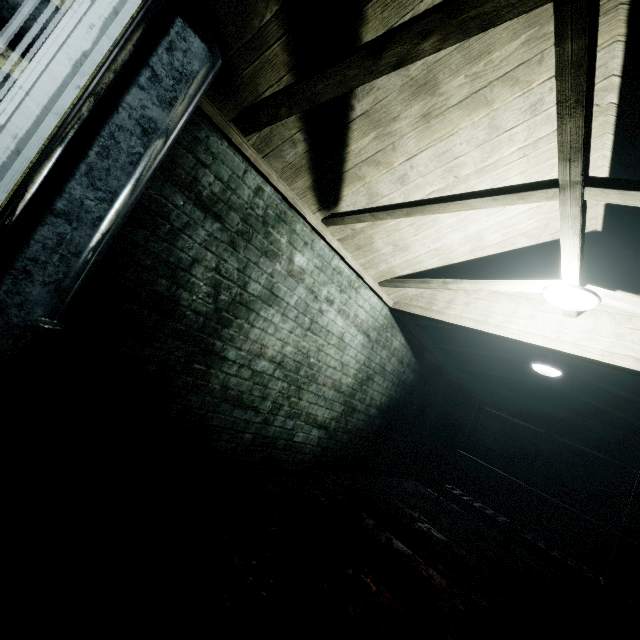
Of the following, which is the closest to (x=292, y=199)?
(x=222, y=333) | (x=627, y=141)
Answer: (x=222, y=333)

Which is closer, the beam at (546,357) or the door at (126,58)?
the door at (126,58)

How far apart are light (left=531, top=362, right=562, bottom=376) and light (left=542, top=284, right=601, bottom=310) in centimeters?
184cm

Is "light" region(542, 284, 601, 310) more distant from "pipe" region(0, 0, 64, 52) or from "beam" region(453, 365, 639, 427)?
"pipe" region(0, 0, 64, 52)

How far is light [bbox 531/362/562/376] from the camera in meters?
3.9

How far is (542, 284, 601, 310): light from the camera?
2.17m

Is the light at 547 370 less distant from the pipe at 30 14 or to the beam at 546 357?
the beam at 546 357

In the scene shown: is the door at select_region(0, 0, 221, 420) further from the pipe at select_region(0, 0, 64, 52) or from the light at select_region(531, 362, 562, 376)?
the light at select_region(531, 362, 562, 376)
